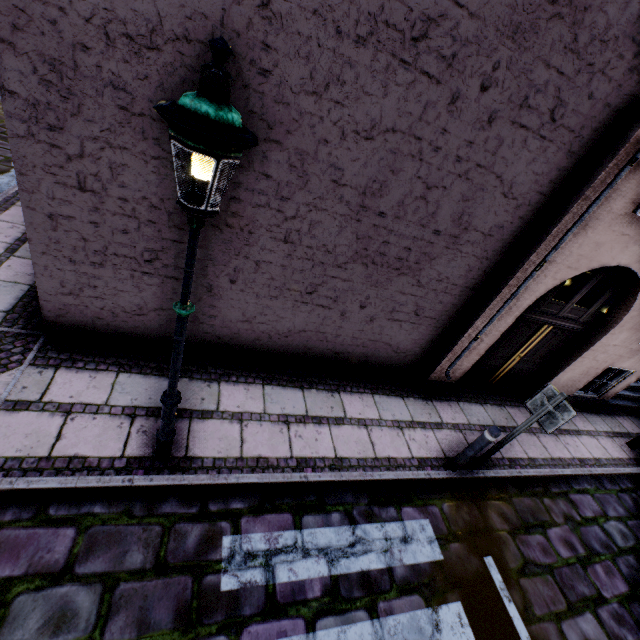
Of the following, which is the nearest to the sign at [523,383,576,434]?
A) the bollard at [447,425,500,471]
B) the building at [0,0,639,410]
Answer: the bollard at [447,425,500,471]

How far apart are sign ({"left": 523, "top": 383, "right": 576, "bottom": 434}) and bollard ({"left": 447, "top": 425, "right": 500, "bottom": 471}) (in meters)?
0.49

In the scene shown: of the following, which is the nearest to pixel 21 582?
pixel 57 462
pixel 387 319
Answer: pixel 57 462

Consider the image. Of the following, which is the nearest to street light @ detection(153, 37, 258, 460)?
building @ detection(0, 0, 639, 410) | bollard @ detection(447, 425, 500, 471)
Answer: building @ detection(0, 0, 639, 410)

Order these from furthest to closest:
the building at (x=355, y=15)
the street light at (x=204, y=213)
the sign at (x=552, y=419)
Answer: the sign at (x=552, y=419) → the building at (x=355, y=15) → the street light at (x=204, y=213)

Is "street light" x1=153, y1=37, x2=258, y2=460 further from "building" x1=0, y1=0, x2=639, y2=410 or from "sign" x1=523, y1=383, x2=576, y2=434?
"sign" x1=523, y1=383, x2=576, y2=434

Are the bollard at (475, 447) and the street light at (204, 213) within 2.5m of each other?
no

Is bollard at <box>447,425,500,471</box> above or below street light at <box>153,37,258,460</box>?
below
